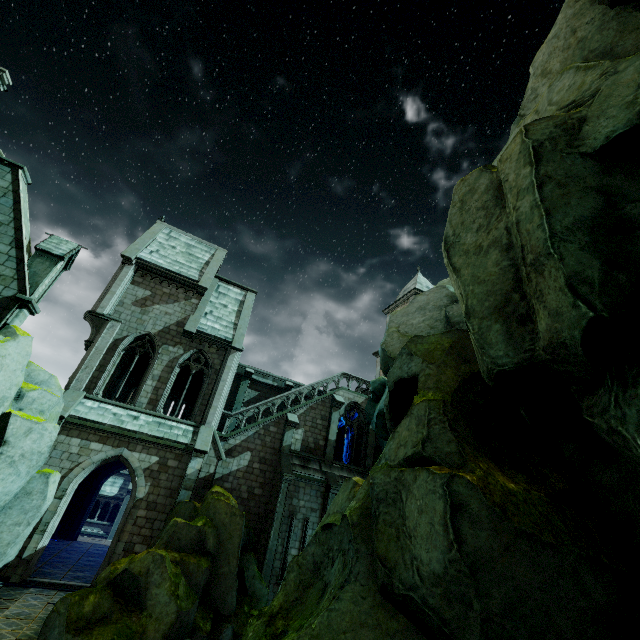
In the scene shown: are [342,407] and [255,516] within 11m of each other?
yes

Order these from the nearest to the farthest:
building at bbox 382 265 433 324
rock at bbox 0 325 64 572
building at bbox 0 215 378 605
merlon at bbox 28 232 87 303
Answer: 1. rock at bbox 0 325 64 572
2. merlon at bbox 28 232 87 303
3. building at bbox 0 215 378 605
4. building at bbox 382 265 433 324

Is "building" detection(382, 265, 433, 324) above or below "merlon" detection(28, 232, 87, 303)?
above

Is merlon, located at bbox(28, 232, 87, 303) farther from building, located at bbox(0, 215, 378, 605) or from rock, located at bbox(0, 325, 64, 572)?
rock, located at bbox(0, 325, 64, 572)

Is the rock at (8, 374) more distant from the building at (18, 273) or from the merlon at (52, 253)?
the merlon at (52, 253)

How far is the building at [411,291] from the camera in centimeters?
3388cm
